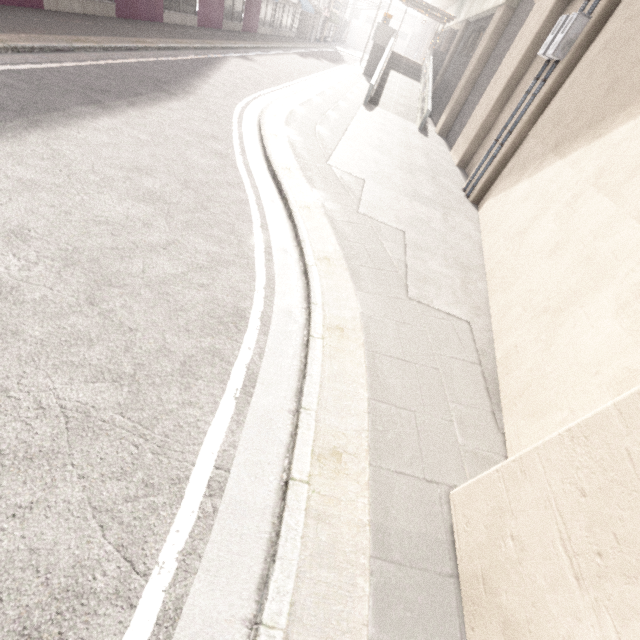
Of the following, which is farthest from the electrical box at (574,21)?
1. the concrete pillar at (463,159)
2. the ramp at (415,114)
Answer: the ramp at (415,114)

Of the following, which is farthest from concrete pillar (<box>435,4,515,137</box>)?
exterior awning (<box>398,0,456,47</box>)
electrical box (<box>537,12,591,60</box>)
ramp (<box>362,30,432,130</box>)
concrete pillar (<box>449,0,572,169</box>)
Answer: exterior awning (<box>398,0,456,47</box>)

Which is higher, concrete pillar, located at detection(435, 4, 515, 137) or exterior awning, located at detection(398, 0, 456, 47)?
exterior awning, located at detection(398, 0, 456, 47)

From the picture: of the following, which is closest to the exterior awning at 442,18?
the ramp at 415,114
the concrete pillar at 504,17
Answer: the ramp at 415,114

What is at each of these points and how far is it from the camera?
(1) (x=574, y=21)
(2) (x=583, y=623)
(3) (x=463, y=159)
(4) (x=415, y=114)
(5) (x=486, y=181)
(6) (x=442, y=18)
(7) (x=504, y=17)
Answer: (1) electrical box, 6.9 meters
(2) concrete pillar, 1.5 meters
(3) concrete pillar, 12.5 meters
(4) ramp, 18.2 meters
(5) concrete pillar, 9.0 meters
(6) exterior awning, 26.0 meters
(7) concrete pillar, 13.8 meters

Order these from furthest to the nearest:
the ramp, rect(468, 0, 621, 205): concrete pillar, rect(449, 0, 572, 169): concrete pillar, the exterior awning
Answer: the exterior awning → the ramp → rect(449, 0, 572, 169): concrete pillar → rect(468, 0, 621, 205): concrete pillar

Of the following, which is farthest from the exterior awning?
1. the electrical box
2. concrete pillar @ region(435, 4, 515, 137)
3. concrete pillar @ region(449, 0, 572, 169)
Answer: the electrical box

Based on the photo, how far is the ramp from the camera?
16.3 meters
